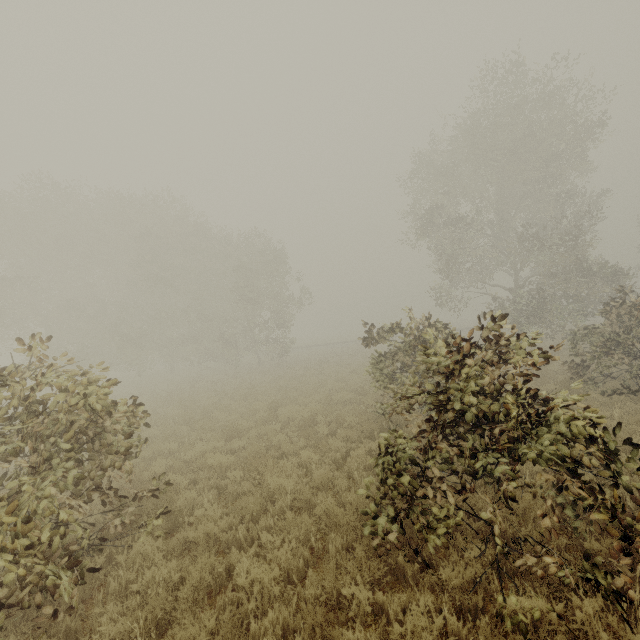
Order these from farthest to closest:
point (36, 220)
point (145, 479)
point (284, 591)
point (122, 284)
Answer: point (122, 284) → point (36, 220) → point (145, 479) → point (284, 591)
